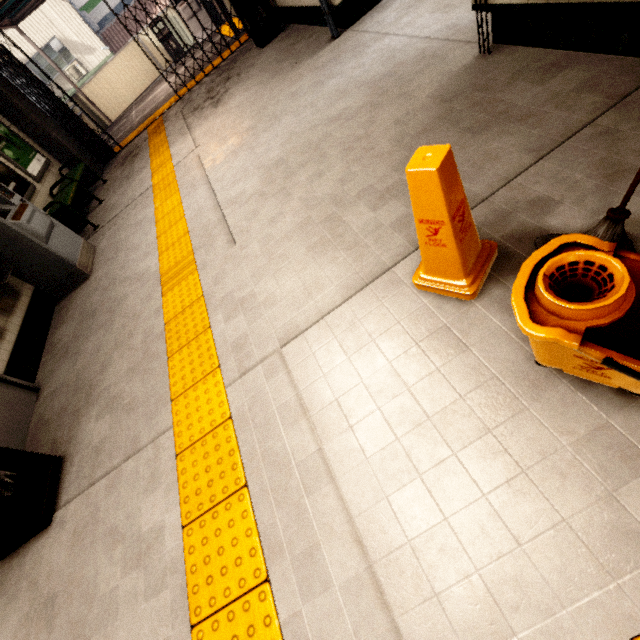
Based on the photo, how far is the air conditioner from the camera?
15.95m

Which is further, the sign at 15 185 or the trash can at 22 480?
the sign at 15 185

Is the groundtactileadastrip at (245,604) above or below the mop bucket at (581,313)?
below

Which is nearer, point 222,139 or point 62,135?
point 222,139

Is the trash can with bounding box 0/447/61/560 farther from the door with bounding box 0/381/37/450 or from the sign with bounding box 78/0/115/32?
the sign with bounding box 78/0/115/32

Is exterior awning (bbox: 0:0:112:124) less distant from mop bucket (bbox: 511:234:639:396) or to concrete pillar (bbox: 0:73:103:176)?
concrete pillar (bbox: 0:73:103:176)

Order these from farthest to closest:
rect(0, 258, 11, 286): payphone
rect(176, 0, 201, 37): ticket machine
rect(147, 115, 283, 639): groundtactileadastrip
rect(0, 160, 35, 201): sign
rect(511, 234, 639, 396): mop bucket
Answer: rect(176, 0, 201, 37): ticket machine < rect(0, 160, 35, 201): sign < rect(0, 258, 11, 286): payphone < rect(147, 115, 283, 639): groundtactileadastrip < rect(511, 234, 639, 396): mop bucket

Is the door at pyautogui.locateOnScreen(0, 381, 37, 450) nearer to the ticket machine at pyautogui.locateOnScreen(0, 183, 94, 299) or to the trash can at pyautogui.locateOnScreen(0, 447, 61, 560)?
the trash can at pyautogui.locateOnScreen(0, 447, 61, 560)
